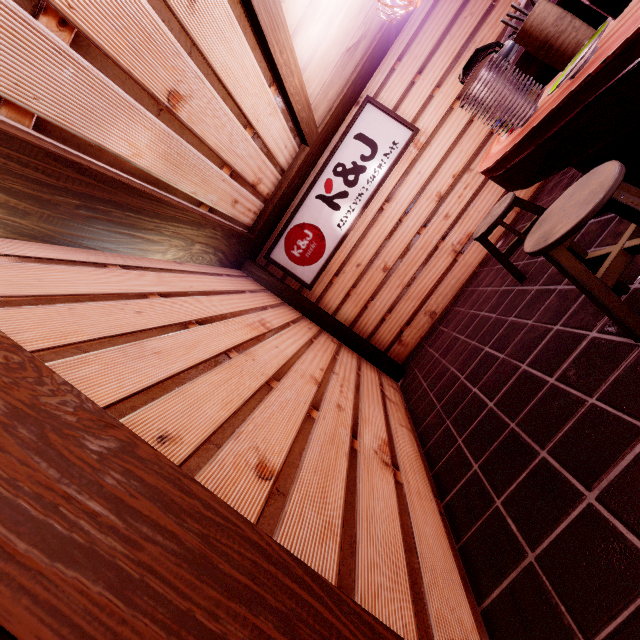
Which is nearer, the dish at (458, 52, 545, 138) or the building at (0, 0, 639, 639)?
the building at (0, 0, 639, 639)

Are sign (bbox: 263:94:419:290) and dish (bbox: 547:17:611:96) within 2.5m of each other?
no

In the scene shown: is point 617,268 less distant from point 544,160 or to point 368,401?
point 544,160

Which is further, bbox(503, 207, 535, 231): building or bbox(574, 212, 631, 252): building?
bbox(503, 207, 535, 231): building

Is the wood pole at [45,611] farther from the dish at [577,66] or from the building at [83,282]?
the dish at [577,66]

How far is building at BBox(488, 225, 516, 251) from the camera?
7.65m

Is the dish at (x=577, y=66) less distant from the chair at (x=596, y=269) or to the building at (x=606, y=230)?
the chair at (x=596, y=269)

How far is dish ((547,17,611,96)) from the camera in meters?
2.2 m
